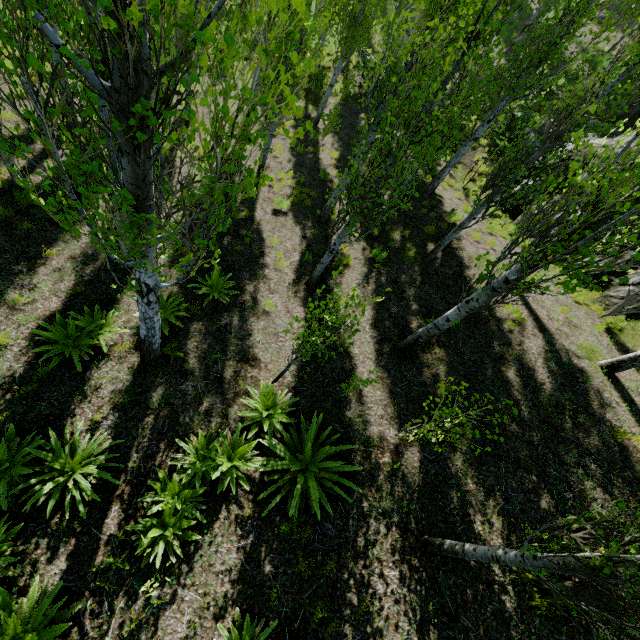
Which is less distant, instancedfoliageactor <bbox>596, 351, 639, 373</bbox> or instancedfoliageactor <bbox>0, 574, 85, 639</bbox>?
instancedfoliageactor <bbox>0, 574, 85, 639</bbox>

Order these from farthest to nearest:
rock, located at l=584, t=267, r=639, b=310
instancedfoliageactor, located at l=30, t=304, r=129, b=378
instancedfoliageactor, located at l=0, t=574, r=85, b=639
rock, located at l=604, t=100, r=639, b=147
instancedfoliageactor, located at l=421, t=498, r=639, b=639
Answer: rock, located at l=604, t=100, r=639, b=147
rock, located at l=584, t=267, r=639, b=310
instancedfoliageactor, located at l=30, t=304, r=129, b=378
instancedfoliageactor, located at l=0, t=574, r=85, b=639
instancedfoliageactor, located at l=421, t=498, r=639, b=639

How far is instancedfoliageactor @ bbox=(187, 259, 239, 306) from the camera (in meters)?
7.42

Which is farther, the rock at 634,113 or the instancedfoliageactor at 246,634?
the rock at 634,113

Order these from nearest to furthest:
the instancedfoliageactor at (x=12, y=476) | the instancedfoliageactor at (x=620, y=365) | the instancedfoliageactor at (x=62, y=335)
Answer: the instancedfoliageactor at (x=12, y=476) → the instancedfoliageactor at (x=62, y=335) → the instancedfoliageactor at (x=620, y=365)

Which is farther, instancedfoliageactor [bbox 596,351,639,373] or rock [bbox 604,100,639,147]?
rock [bbox 604,100,639,147]

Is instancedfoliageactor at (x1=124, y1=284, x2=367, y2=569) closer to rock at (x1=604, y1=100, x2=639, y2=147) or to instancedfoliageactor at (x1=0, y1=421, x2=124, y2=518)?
rock at (x1=604, y1=100, x2=639, y2=147)

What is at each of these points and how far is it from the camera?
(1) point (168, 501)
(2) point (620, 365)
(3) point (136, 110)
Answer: (1) instancedfoliageactor, 4.80m
(2) instancedfoliageactor, 7.54m
(3) instancedfoliageactor, 1.83m
